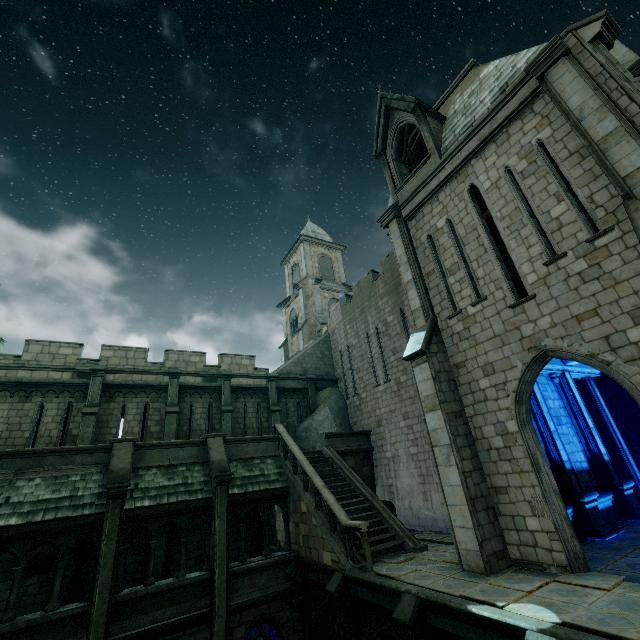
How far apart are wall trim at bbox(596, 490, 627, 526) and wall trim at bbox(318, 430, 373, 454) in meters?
9.5

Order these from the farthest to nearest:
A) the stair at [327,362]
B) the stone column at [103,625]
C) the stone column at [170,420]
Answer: the stair at [327,362]
the stone column at [170,420]
the stone column at [103,625]

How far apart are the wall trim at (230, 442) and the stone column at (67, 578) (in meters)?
5.25

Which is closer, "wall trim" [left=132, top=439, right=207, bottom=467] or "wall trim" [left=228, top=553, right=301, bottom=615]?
"wall trim" [left=228, top=553, right=301, bottom=615]

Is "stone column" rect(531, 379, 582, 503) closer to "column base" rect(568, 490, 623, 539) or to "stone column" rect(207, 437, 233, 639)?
"column base" rect(568, 490, 623, 539)

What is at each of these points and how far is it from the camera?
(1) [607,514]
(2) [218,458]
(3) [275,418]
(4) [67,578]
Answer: (1) wall trim, 11.3m
(2) stone column, 13.2m
(3) stone column, 19.1m
(4) stone column, 12.2m

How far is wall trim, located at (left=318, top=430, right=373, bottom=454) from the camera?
17.2m

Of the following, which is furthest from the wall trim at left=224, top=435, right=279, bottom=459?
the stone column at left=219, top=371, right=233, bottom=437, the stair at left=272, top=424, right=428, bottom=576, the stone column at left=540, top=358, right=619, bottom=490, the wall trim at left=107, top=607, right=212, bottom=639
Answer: the stone column at left=540, top=358, right=619, bottom=490
